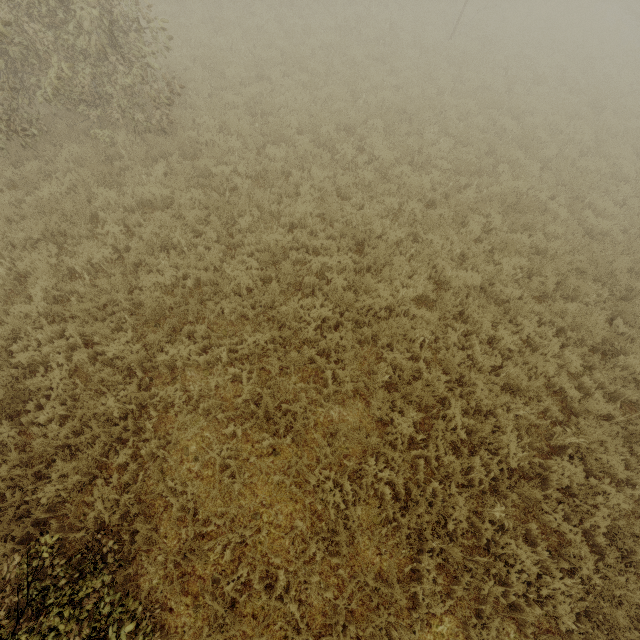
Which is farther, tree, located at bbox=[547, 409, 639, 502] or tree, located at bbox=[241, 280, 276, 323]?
tree, located at bbox=[241, 280, 276, 323]

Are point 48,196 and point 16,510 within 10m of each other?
yes

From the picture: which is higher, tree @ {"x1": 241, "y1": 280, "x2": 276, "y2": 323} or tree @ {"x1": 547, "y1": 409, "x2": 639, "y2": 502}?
tree @ {"x1": 241, "y1": 280, "x2": 276, "y2": 323}

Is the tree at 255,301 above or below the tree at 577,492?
above

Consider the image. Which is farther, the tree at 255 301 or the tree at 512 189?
the tree at 255 301

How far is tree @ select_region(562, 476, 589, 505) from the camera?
5.3 meters
